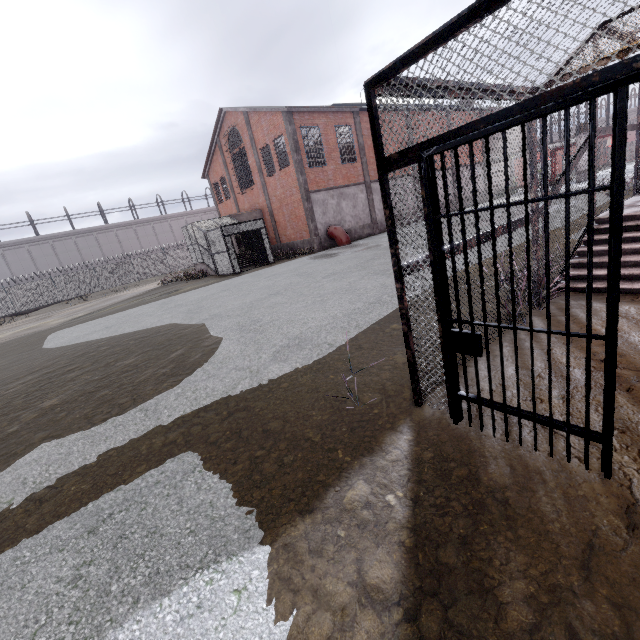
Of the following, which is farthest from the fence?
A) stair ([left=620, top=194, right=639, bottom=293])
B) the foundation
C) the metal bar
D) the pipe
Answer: the pipe

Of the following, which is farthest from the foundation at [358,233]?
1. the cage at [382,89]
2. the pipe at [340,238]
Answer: the cage at [382,89]

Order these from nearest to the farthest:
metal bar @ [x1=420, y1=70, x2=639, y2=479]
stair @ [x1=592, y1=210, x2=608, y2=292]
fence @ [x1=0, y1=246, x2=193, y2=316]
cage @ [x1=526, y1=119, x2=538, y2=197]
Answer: metal bar @ [x1=420, y1=70, x2=639, y2=479]
cage @ [x1=526, y1=119, x2=538, y2=197]
stair @ [x1=592, y1=210, x2=608, y2=292]
fence @ [x1=0, y1=246, x2=193, y2=316]

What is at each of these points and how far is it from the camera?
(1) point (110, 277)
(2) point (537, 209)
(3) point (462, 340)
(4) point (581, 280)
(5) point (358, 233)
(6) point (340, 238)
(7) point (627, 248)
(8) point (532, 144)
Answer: (1) fence, 38.34m
(2) cage, 4.46m
(3) metal bar, 2.53m
(4) stair, 5.13m
(5) foundation, 24.89m
(6) pipe, 22.25m
(7) stair, 5.02m
(8) cage, 4.19m

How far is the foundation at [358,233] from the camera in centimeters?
2444cm

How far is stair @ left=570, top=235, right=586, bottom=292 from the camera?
4.98m

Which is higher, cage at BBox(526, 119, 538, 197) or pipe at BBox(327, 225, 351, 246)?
cage at BBox(526, 119, 538, 197)
